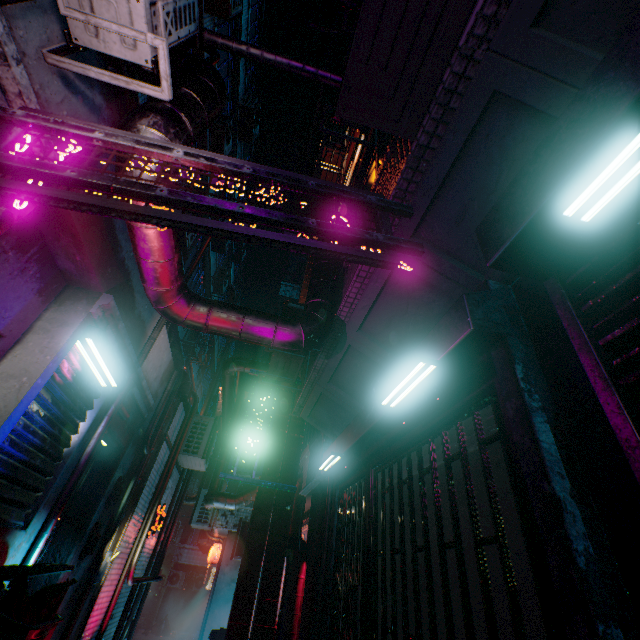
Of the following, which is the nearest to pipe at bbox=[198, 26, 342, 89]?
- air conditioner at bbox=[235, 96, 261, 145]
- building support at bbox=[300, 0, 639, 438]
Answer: building support at bbox=[300, 0, 639, 438]

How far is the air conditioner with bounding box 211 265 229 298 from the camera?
12.4 meters

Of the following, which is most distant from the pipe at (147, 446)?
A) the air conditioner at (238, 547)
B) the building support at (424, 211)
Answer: the air conditioner at (238, 547)

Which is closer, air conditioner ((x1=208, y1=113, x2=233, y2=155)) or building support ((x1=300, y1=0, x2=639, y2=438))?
building support ((x1=300, y1=0, x2=639, y2=438))

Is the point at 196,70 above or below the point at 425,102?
above

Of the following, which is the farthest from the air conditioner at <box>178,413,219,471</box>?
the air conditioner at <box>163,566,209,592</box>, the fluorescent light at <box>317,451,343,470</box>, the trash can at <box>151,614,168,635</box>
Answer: the trash can at <box>151,614,168,635</box>

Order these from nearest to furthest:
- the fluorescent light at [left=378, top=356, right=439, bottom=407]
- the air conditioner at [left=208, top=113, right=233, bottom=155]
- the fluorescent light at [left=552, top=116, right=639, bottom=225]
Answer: the fluorescent light at [left=552, top=116, right=639, bottom=225] < the fluorescent light at [left=378, top=356, right=439, bottom=407] < the air conditioner at [left=208, top=113, right=233, bottom=155]

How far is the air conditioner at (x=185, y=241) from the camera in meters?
7.1
